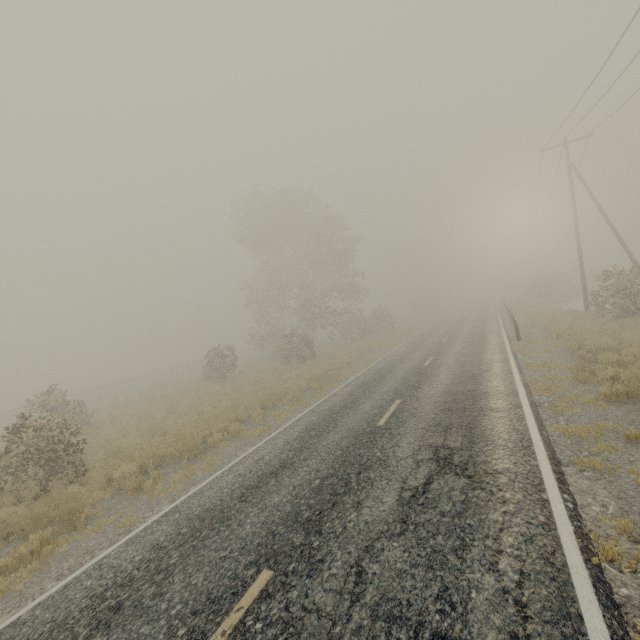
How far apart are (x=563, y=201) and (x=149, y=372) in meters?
62.4

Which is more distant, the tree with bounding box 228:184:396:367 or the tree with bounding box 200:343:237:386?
the tree with bounding box 228:184:396:367

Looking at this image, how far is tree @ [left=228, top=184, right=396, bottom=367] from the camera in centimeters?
3247cm

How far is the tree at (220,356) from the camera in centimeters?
2502cm

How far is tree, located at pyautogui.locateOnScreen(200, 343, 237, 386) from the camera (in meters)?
25.02

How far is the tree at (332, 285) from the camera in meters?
32.5 m
